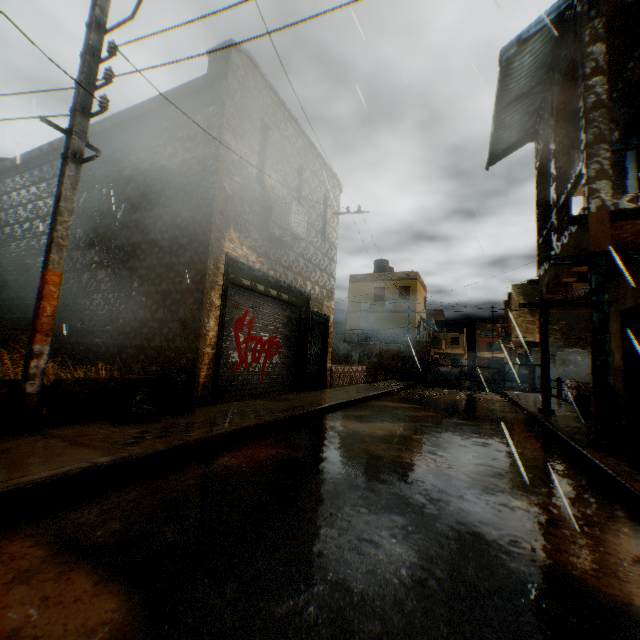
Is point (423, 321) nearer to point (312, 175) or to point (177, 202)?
point (312, 175)

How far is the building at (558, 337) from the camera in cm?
2497

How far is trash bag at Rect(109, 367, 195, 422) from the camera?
4.8 meters

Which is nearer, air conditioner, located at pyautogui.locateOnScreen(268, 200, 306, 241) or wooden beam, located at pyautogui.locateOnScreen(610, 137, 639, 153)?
wooden beam, located at pyautogui.locateOnScreen(610, 137, 639, 153)

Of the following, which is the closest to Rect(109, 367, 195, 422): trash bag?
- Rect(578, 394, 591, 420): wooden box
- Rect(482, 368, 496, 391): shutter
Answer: Rect(578, 394, 591, 420): wooden box

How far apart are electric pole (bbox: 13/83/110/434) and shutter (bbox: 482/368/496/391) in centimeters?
1310cm

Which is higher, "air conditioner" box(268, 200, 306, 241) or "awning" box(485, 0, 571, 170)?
"awning" box(485, 0, 571, 170)

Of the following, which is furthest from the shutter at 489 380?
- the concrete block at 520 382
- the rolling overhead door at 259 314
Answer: the rolling overhead door at 259 314
